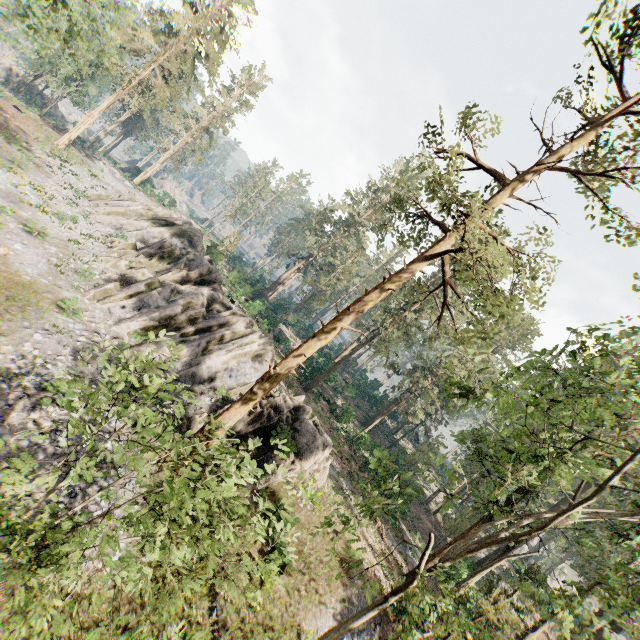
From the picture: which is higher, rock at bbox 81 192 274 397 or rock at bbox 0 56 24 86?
rock at bbox 81 192 274 397

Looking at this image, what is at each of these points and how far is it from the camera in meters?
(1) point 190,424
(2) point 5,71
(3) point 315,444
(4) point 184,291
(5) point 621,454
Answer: (1) rock, 17.7
(2) rock, 52.8
(3) rock, 19.3
(4) rock, 23.9
(5) foliage, 11.4

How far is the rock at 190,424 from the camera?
17.47m

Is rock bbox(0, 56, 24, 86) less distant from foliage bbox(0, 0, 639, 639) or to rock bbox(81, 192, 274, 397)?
foliage bbox(0, 0, 639, 639)

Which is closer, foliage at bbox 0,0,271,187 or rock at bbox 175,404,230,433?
rock at bbox 175,404,230,433

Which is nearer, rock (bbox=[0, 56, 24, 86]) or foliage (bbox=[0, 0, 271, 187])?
foliage (bbox=[0, 0, 271, 187])

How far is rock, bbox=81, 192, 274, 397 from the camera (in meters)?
20.61
